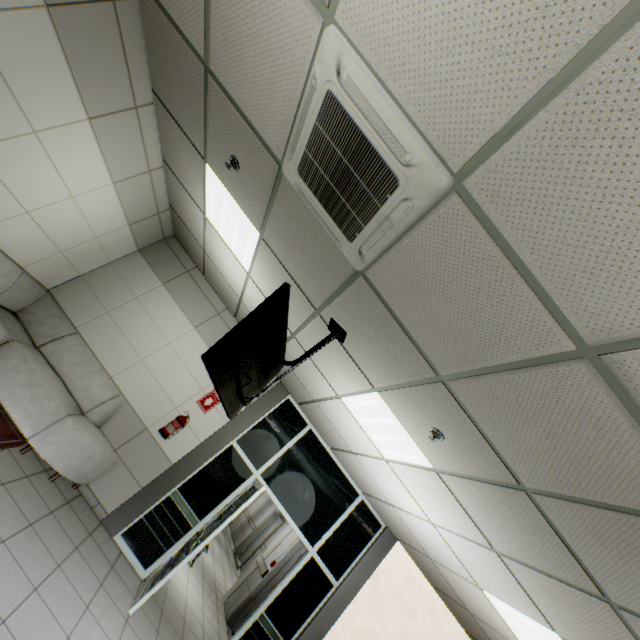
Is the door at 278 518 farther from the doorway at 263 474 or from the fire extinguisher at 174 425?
the fire extinguisher at 174 425

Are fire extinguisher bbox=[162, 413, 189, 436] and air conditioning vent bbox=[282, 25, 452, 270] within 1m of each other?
no

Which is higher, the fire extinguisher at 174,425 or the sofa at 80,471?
the fire extinguisher at 174,425

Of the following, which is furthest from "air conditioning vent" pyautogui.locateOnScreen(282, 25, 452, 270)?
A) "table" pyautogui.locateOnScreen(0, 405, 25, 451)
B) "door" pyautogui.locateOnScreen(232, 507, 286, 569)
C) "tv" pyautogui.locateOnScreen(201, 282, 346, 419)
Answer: "door" pyautogui.locateOnScreen(232, 507, 286, 569)

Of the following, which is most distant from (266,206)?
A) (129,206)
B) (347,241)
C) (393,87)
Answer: (129,206)

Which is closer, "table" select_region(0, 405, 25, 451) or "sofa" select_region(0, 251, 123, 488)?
"table" select_region(0, 405, 25, 451)

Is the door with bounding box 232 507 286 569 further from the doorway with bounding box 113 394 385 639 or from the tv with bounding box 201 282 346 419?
the tv with bounding box 201 282 346 419

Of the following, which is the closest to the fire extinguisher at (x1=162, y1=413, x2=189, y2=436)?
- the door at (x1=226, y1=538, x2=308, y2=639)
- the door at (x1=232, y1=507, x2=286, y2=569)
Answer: the door at (x1=226, y1=538, x2=308, y2=639)
